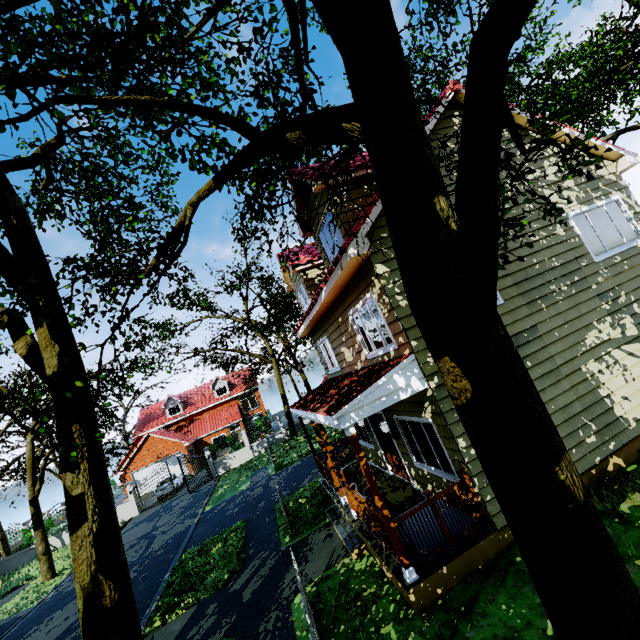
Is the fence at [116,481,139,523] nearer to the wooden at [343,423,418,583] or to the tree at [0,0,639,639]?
the tree at [0,0,639,639]

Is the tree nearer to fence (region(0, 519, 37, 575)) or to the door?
fence (region(0, 519, 37, 575))

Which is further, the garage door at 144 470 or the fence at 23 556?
the garage door at 144 470

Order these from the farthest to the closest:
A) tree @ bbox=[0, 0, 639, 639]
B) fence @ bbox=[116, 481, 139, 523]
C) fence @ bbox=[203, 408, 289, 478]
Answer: fence @ bbox=[203, 408, 289, 478] < fence @ bbox=[116, 481, 139, 523] < tree @ bbox=[0, 0, 639, 639]

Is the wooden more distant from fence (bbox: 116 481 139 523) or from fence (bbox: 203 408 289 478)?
fence (bbox: 116 481 139 523)

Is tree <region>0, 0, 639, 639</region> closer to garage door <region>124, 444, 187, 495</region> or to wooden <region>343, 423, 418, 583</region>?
wooden <region>343, 423, 418, 583</region>

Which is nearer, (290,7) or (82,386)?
(290,7)

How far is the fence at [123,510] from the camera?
25.1 meters
